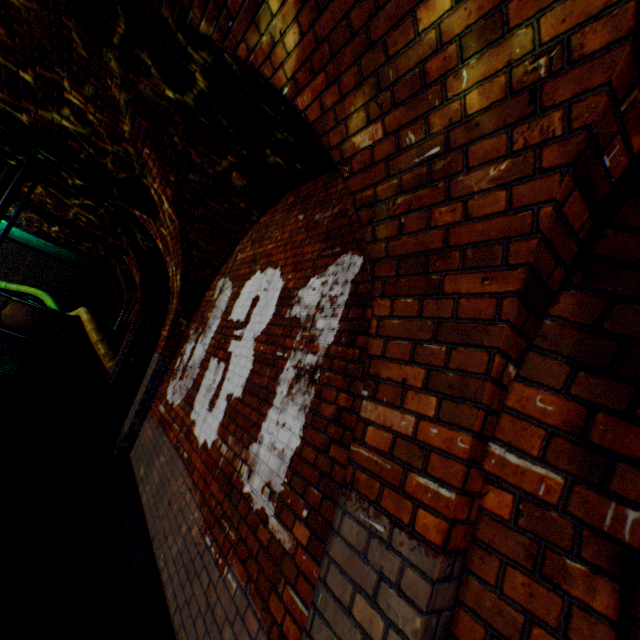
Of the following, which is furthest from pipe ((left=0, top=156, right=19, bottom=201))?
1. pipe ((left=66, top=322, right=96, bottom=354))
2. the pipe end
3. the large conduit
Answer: pipe ((left=66, top=322, right=96, bottom=354))

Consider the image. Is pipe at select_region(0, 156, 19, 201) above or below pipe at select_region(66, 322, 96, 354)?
above

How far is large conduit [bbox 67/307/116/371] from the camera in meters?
10.8 m

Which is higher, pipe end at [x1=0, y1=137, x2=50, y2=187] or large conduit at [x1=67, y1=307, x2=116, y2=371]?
pipe end at [x1=0, y1=137, x2=50, y2=187]

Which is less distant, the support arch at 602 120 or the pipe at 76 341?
the support arch at 602 120

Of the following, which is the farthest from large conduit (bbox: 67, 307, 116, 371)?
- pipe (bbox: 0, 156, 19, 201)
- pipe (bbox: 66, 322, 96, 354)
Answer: pipe (bbox: 0, 156, 19, 201)

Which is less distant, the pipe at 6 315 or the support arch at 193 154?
the support arch at 193 154

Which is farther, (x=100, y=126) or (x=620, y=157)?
(x=100, y=126)
